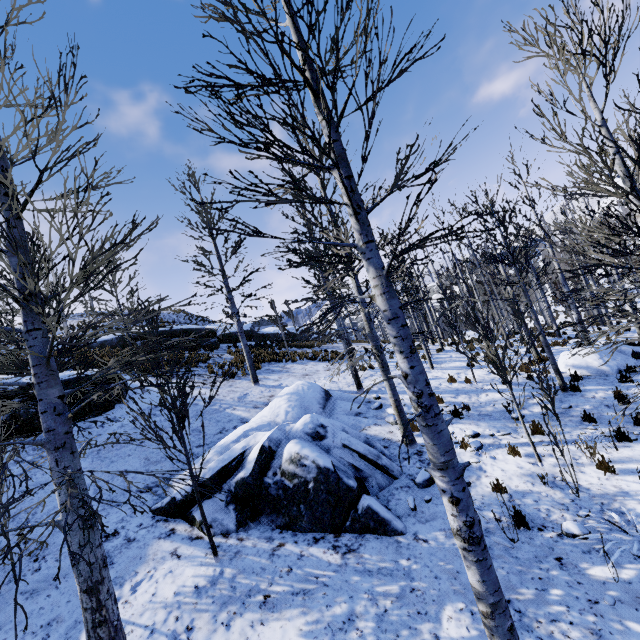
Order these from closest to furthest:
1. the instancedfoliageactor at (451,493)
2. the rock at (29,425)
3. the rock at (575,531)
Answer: the instancedfoliageactor at (451,493) → the rock at (575,531) → the rock at (29,425)

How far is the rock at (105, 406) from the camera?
10.6m

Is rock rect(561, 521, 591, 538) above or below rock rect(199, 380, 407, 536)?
below

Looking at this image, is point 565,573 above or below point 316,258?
below

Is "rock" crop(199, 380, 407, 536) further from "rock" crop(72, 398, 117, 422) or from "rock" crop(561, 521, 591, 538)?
"rock" crop(72, 398, 117, 422)

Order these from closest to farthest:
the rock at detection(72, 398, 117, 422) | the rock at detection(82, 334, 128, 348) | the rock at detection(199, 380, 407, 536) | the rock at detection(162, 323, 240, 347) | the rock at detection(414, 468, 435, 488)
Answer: the rock at detection(199, 380, 407, 536), the rock at detection(414, 468, 435, 488), the rock at detection(72, 398, 117, 422), the rock at detection(82, 334, 128, 348), the rock at detection(162, 323, 240, 347)

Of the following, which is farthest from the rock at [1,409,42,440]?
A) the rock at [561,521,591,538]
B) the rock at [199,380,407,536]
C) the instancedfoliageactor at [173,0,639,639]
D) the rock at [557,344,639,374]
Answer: the rock at [557,344,639,374]

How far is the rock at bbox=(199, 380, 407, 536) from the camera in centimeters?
598cm
